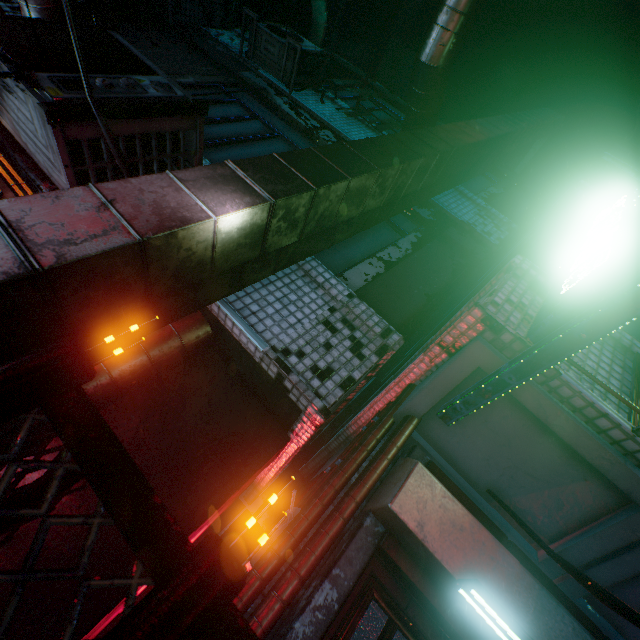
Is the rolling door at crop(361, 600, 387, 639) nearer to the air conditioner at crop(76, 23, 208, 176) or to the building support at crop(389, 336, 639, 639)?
the building support at crop(389, 336, 639, 639)

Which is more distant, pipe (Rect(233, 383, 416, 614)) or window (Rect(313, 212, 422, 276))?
window (Rect(313, 212, 422, 276))

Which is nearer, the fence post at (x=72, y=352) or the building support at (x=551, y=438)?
the fence post at (x=72, y=352)

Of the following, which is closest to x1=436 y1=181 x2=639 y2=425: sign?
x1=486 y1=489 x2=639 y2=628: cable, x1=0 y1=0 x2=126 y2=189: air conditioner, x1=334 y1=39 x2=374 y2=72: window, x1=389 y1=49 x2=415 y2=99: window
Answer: x1=486 y1=489 x2=639 y2=628: cable

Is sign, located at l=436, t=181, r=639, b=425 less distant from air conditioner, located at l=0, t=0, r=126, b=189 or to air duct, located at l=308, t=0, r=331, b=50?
air conditioner, located at l=0, t=0, r=126, b=189

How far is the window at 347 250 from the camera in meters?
2.7 m

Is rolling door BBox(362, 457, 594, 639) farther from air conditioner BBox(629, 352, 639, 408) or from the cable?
air conditioner BBox(629, 352, 639, 408)

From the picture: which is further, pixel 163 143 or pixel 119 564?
pixel 163 143
